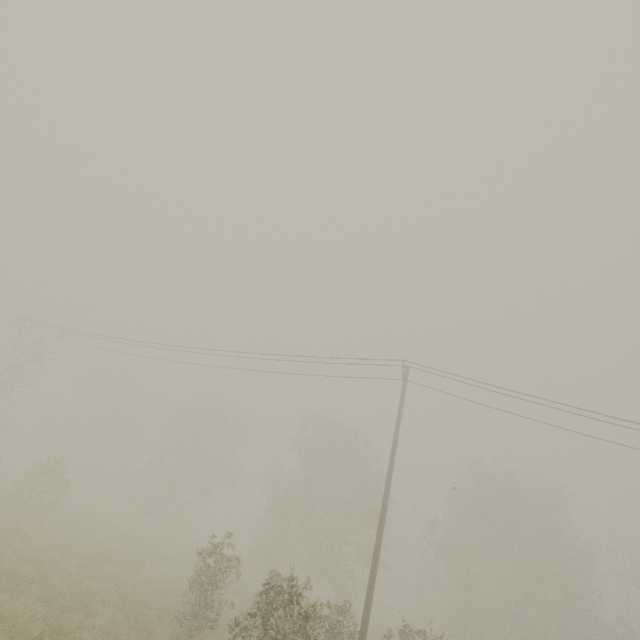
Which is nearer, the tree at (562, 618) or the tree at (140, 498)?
the tree at (140, 498)

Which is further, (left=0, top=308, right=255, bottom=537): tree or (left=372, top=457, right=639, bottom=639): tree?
(left=372, top=457, right=639, bottom=639): tree

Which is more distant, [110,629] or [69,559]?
[69,559]
